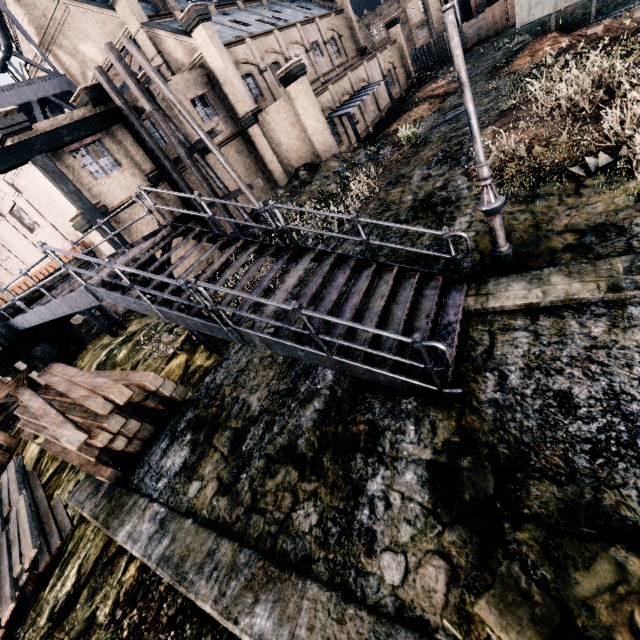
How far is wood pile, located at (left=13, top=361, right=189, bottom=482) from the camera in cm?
805

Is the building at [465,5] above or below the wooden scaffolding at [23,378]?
above

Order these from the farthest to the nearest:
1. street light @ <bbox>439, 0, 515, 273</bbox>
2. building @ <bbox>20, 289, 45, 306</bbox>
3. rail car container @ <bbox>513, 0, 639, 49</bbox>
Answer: rail car container @ <bbox>513, 0, 639, 49</bbox>
building @ <bbox>20, 289, 45, 306</bbox>
street light @ <bbox>439, 0, 515, 273</bbox>

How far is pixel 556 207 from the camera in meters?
7.7

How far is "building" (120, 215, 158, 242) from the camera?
17.8m

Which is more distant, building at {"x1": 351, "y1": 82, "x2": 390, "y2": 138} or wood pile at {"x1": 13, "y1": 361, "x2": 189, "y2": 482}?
building at {"x1": 351, "y1": 82, "x2": 390, "y2": 138}

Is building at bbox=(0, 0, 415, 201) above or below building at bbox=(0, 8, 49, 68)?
below

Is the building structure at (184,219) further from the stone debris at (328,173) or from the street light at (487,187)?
the street light at (487,187)
